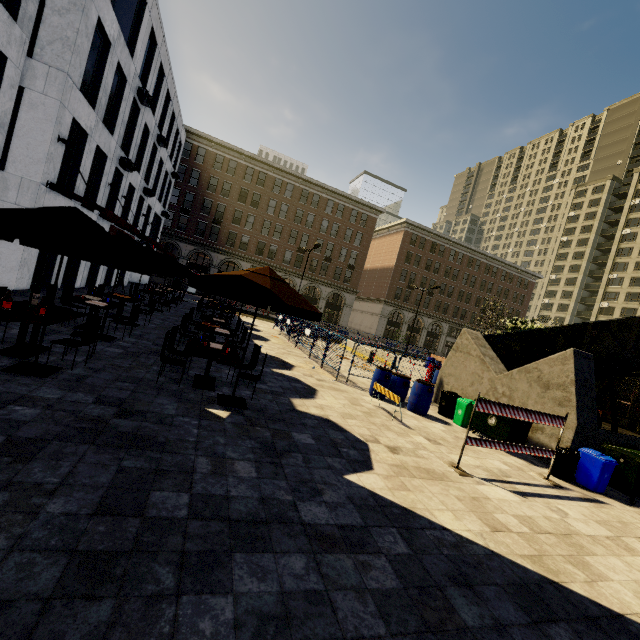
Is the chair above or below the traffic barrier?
below

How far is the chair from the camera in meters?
6.1

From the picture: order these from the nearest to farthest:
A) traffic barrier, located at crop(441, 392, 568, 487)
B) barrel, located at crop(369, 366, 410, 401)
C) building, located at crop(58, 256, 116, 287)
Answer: traffic barrier, located at crop(441, 392, 568, 487), barrel, located at crop(369, 366, 410, 401), building, located at crop(58, 256, 116, 287)

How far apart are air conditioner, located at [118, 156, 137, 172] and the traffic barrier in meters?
20.9

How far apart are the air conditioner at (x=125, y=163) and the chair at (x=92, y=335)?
15.8m

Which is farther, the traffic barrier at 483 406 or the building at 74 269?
the building at 74 269

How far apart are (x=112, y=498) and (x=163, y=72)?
27.7 meters

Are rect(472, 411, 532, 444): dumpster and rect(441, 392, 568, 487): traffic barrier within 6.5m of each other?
yes
